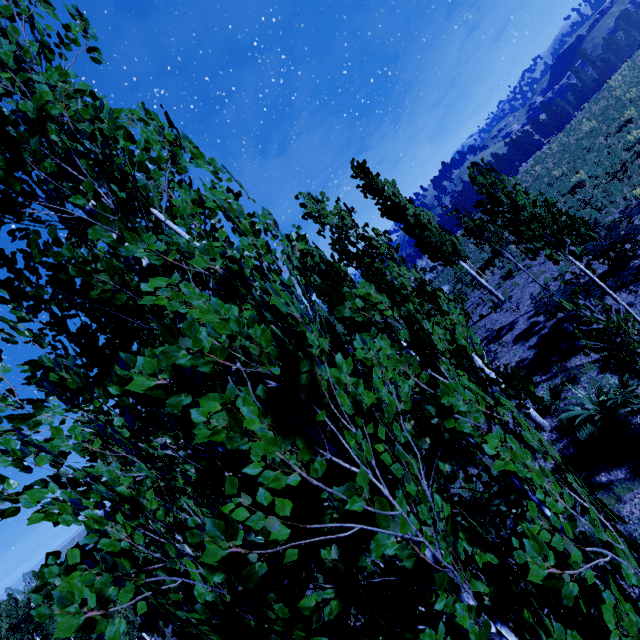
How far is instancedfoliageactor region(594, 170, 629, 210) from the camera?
14.0 meters

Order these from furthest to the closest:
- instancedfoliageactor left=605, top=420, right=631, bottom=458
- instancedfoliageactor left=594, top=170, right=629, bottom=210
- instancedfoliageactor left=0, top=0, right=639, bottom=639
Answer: instancedfoliageactor left=594, top=170, right=629, bottom=210
instancedfoliageactor left=605, top=420, right=631, bottom=458
instancedfoliageactor left=0, top=0, right=639, bottom=639

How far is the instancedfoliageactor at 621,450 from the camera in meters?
6.9 m

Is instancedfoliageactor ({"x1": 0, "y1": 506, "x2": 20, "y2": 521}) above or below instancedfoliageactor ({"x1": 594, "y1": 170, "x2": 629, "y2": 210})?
above

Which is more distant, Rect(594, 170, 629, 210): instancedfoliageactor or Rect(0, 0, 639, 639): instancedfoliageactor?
Rect(594, 170, 629, 210): instancedfoliageactor

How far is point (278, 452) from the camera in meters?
1.0 m
